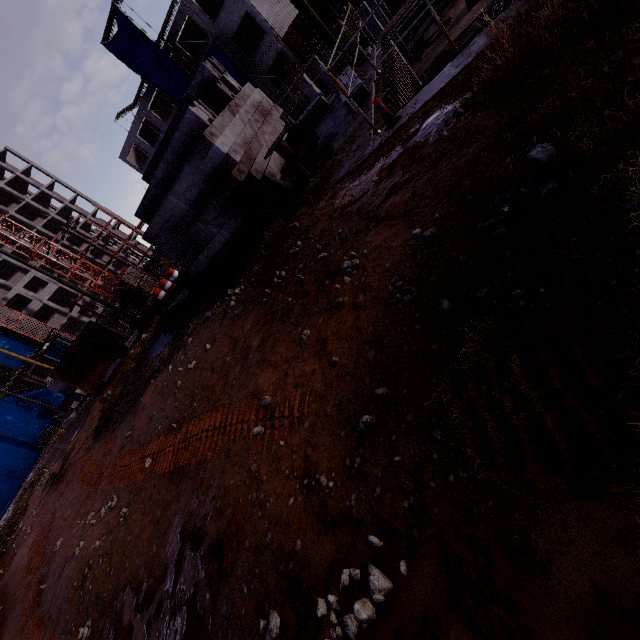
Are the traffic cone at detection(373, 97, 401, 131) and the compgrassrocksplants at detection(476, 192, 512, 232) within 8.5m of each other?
yes

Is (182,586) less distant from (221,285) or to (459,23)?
(221,285)

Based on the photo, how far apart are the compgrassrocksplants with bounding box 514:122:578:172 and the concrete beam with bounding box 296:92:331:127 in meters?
10.2

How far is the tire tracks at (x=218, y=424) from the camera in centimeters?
329cm

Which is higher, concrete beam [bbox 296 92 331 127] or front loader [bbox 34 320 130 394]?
front loader [bbox 34 320 130 394]

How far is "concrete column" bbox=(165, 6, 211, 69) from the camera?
30.1m

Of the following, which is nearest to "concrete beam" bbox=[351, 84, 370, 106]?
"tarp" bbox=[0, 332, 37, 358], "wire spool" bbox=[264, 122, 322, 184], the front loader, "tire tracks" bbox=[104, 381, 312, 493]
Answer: "wire spool" bbox=[264, 122, 322, 184]

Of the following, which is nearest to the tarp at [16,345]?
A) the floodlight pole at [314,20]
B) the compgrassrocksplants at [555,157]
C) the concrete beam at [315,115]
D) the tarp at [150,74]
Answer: the tarp at [150,74]
